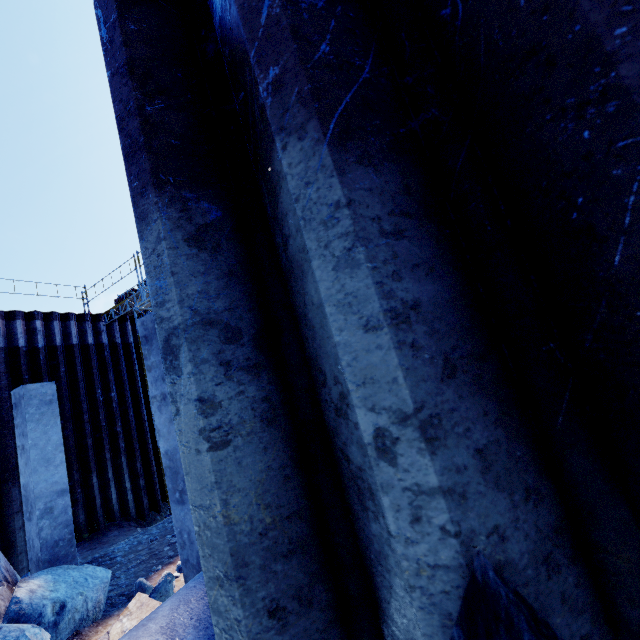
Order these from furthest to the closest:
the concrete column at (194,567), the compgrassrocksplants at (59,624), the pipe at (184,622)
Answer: the concrete column at (194,567), the compgrassrocksplants at (59,624), the pipe at (184,622)

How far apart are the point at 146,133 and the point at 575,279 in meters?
1.1

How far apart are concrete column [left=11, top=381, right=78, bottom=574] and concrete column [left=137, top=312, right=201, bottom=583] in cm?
423

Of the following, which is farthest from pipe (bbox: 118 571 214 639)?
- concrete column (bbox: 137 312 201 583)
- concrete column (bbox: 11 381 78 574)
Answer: concrete column (bbox: 11 381 78 574)

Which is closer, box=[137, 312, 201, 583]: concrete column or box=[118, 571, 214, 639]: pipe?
box=[118, 571, 214, 639]: pipe

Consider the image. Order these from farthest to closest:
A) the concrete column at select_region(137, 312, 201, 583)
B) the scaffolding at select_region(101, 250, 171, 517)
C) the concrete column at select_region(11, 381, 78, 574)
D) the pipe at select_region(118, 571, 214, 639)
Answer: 1. the scaffolding at select_region(101, 250, 171, 517)
2. the concrete column at select_region(11, 381, 78, 574)
3. the concrete column at select_region(137, 312, 201, 583)
4. the pipe at select_region(118, 571, 214, 639)

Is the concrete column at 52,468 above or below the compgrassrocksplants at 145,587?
above

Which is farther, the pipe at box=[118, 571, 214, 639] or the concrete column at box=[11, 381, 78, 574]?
the concrete column at box=[11, 381, 78, 574]
